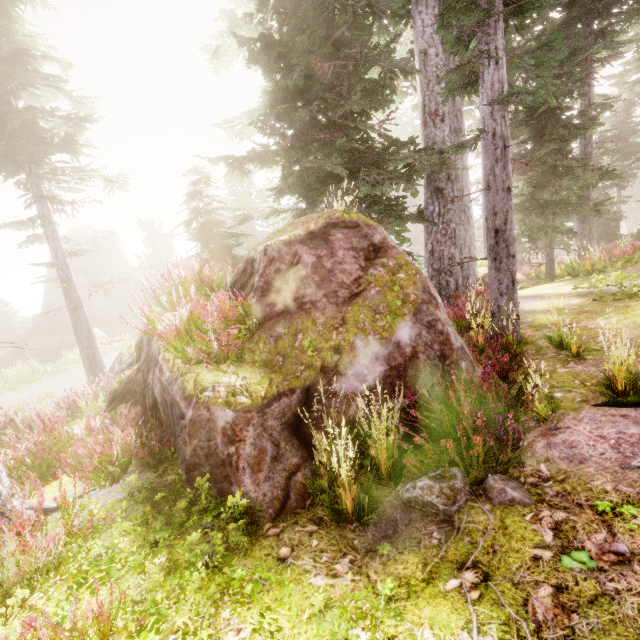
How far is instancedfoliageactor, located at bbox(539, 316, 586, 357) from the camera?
5.54m

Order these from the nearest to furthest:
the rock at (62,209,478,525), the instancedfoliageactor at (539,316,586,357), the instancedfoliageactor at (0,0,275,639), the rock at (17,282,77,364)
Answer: the instancedfoliageactor at (0,0,275,639)
the rock at (62,209,478,525)
the instancedfoliageactor at (539,316,586,357)
the rock at (17,282,77,364)

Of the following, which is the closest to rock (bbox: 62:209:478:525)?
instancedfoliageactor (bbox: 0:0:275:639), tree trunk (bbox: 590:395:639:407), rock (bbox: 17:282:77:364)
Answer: instancedfoliageactor (bbox: 0:0:275:639)

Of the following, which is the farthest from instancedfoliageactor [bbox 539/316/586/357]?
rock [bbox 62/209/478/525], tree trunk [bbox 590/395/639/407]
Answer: tree trunk [bbox 590/395/639/407]

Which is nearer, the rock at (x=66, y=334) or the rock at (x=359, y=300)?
the rock at (x=359, y=300)

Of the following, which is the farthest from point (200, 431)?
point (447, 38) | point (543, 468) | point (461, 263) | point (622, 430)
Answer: point (447, 38)

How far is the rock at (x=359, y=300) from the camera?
3.7 meters

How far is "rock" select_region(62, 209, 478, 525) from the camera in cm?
369
